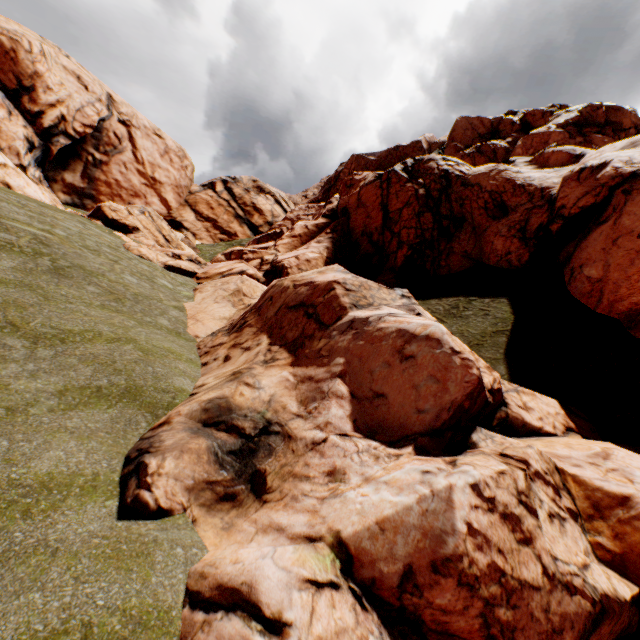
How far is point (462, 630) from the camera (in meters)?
5.62
